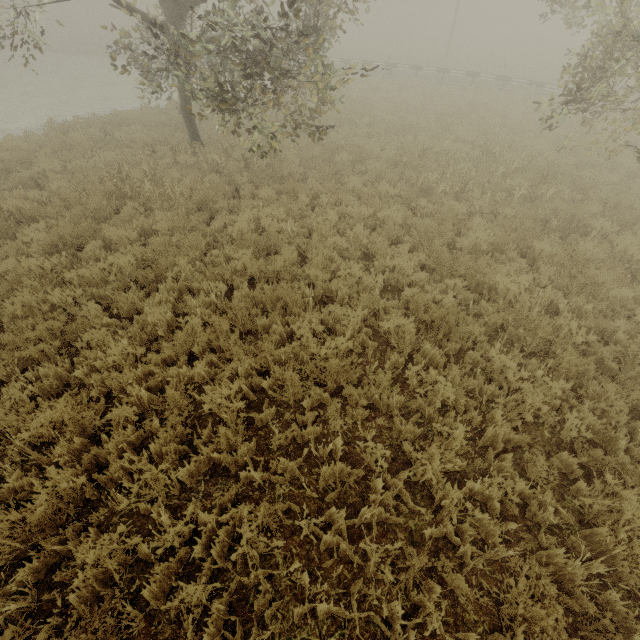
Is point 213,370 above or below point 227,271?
below

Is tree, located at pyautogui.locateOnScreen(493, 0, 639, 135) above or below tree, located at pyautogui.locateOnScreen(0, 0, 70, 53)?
below

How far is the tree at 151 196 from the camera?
8.2m

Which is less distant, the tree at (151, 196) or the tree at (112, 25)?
the tree at (112, 25)

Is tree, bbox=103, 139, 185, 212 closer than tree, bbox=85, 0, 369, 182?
No

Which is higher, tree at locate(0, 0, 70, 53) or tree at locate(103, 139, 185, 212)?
tree at locate(0, 0, 70, 53)

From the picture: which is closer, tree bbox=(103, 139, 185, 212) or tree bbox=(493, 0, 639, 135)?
tree bbox=(493, 0, 639, 135)
